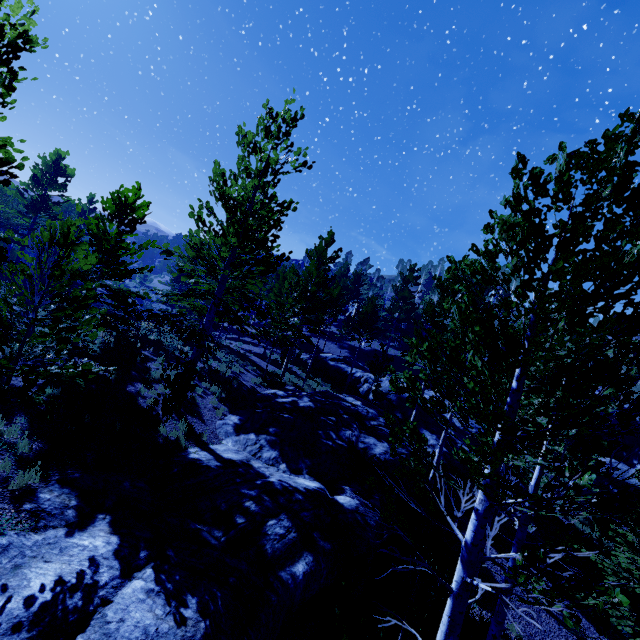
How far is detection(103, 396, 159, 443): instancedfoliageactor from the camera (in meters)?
9.01

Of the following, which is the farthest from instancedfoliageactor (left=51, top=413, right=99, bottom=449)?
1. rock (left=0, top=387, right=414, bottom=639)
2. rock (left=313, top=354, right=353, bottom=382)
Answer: rock (left=313, top=354, right=353, bottom=382)

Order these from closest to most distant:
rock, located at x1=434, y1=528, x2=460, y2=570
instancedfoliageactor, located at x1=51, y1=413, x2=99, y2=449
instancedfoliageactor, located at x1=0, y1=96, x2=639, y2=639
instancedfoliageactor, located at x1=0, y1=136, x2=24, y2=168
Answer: instancedfoliageactor, located at x1=0, y1=96, x2=639, y2=639, instancedfoliageactor, located at x1=0, y1=136, x2=24, y2=168, instancedfoliageactor, located at x1=51, y1=413, x2=99, y2=449, rock, located at x1=434, y1=528, x2=460, y2=570

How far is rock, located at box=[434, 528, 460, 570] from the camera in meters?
11.6

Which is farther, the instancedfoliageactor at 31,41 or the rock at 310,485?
the instancedfoliageactor at 31,41

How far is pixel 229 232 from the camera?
10.9m

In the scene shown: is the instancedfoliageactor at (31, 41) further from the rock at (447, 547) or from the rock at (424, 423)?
the rock at (424, 423)

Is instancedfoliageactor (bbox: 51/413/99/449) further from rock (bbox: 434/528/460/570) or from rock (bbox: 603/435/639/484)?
rock (bbox: 603/435/639/484)
